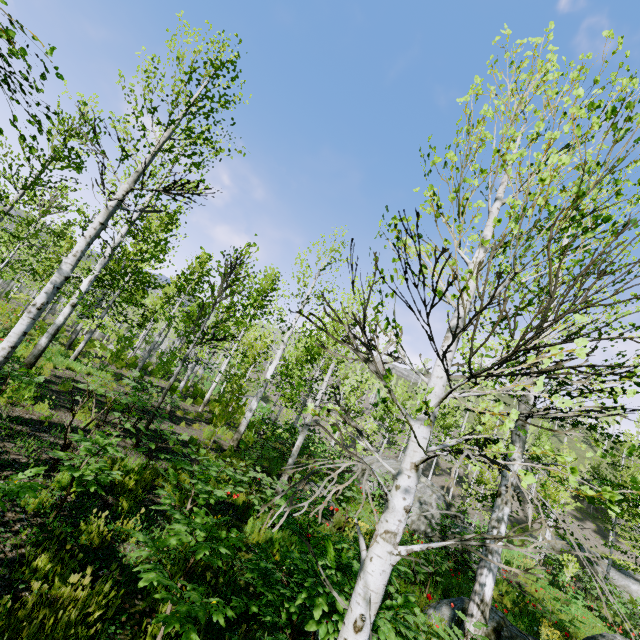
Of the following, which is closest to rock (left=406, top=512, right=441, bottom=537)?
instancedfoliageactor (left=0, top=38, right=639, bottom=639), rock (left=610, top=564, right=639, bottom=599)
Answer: instancedfoliageactor (left=0, top=38, right=639, bottom=639)

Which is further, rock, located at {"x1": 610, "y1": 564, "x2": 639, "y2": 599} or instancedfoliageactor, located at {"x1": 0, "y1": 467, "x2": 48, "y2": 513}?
rock, located at {"x1": 610, "y1": 564, "x2": 639, "y2": 599}

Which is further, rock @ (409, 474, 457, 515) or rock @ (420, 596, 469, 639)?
rock @ (409, 474, 457, 515)

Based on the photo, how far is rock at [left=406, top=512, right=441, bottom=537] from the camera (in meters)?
13.84

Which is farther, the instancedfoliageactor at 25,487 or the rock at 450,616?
the rock at 450,616

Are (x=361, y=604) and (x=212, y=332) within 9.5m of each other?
no

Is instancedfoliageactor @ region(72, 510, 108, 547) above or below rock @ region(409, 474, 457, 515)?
below

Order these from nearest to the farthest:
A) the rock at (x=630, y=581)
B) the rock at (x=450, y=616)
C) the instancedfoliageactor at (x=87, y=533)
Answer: the instancedfoliageactor at (x=87, y=533) < the rock at (x=450, y=616) < the rock at (x=630, y=581)
